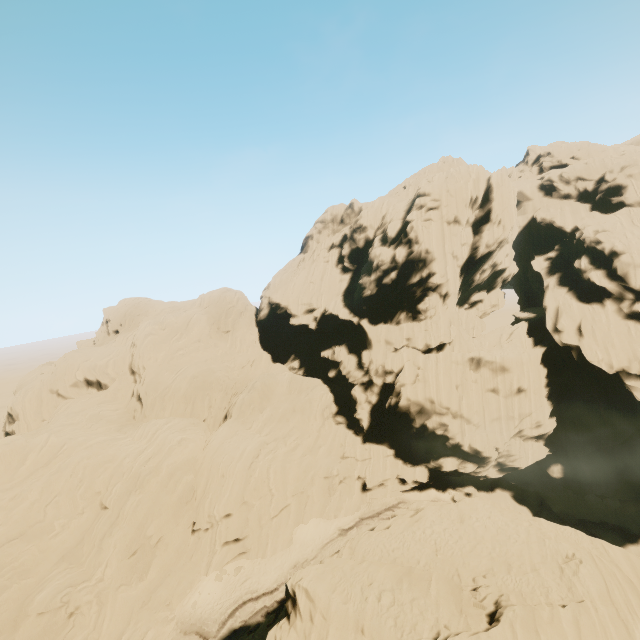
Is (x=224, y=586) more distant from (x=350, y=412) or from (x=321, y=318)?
(x=321, y=318)
